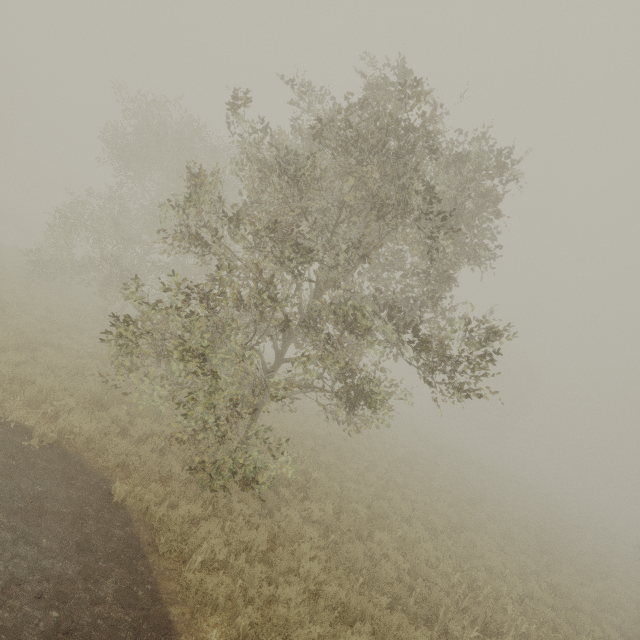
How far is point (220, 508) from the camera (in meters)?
7.38
